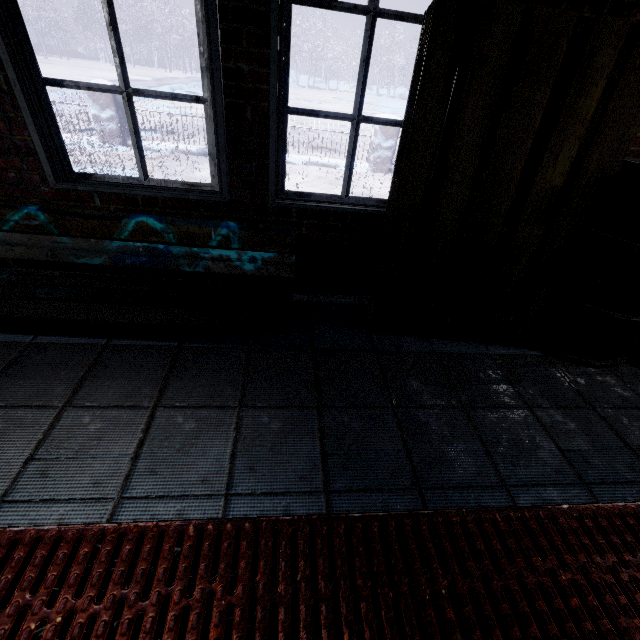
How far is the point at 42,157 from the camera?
1.6m

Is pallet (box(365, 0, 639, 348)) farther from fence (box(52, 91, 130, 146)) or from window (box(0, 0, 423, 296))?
fence (box(52, 91, 130, 146))

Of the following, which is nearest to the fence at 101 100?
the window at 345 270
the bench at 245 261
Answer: the window at 345 270

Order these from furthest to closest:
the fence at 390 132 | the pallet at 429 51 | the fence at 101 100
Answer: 1. the fence at 390 132
2. the fence at 101 100
3. the pallet at 429 51

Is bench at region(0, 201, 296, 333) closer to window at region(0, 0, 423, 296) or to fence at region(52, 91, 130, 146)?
window at region(0, 0, 423, 296)

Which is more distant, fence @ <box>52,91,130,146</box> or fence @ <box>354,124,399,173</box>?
fence @ <box>354,124,399,173</box>

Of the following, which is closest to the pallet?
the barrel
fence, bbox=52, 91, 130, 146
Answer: the barrel
